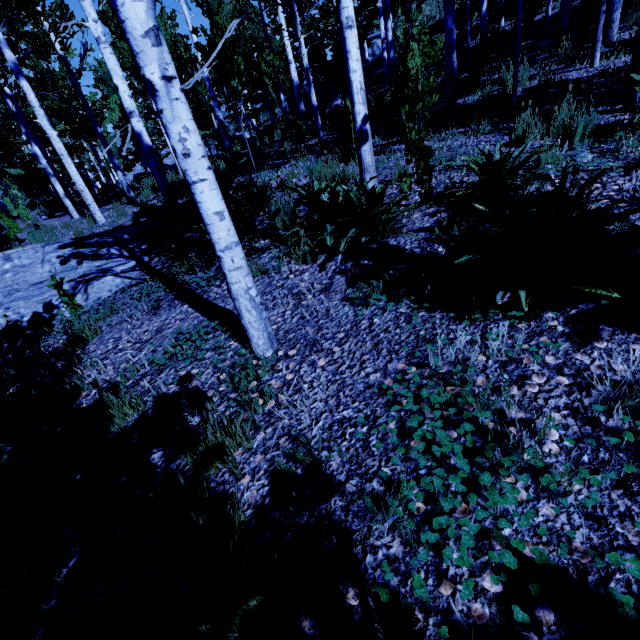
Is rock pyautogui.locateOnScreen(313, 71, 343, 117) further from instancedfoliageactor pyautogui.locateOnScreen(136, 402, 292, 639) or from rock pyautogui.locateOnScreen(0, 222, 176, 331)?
instancedfoliageactor pyautogui.locateOnScreen(136, 402, 292, 639)

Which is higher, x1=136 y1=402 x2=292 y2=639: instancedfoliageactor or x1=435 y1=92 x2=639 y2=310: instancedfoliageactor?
x1=435 y1=92 x2=639 y2=310: instancedfoliageactor

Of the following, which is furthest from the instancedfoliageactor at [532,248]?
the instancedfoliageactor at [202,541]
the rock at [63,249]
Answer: the instancedfoliageactor at [202,541]

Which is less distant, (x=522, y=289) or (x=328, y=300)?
(x=522, y=289)

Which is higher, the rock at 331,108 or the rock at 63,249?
the rock at 331,108

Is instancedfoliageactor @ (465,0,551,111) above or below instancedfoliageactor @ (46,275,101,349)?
above

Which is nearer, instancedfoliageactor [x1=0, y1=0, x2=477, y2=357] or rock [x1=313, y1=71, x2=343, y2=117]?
instancedfoliageactor [x1=0, y1=0, x2=477, y2=357]

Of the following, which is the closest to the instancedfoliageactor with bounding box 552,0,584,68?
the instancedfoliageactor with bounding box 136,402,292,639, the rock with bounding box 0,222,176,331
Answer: the rock with bounding box 0,222,176,331
